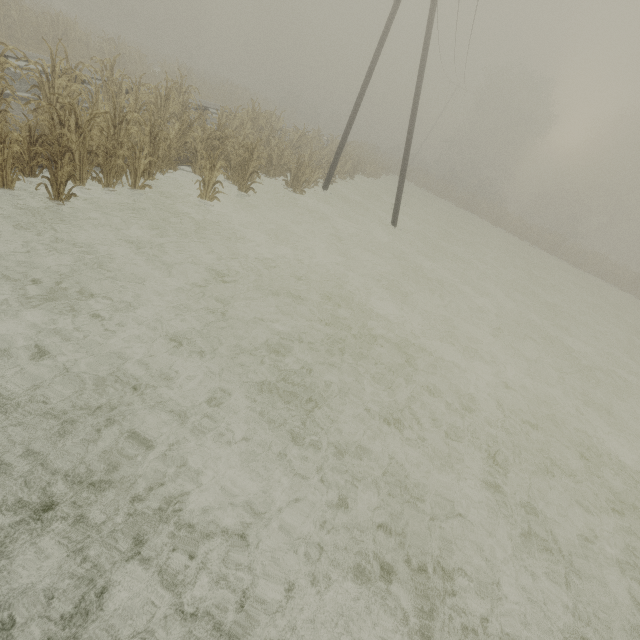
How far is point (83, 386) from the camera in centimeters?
348cm

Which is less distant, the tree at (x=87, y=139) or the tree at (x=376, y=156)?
the tree at (x=87, y=139)

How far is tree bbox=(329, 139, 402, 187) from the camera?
19.8 meters

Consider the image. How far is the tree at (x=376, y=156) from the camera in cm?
1981

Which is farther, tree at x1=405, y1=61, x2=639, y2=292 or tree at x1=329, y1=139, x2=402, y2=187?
tree at x1=405, y1=61, x2=639, y2=292

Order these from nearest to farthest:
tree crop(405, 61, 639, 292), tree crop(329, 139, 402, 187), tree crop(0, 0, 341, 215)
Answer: tree crop(0, 0, 341, 215) → tree crop(329, 139, 402, 187) → tree crop(405, 61, 639, 292)
